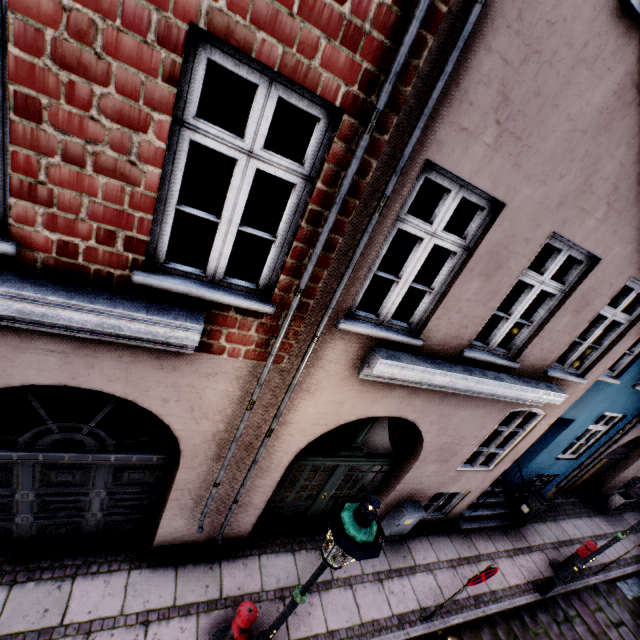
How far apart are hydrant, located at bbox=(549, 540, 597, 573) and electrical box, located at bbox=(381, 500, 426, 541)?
4.46m

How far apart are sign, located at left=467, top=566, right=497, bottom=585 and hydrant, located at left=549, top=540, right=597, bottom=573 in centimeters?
439cm

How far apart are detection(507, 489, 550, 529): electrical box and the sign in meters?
3.9 m

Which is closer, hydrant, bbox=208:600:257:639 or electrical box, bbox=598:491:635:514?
hydrant, bbox=208:600:257:639

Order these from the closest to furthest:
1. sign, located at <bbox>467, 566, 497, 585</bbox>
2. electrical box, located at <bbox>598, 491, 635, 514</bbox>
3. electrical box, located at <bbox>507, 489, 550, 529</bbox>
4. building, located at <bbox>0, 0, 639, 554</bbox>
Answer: building, located at <bbox>0, 0, 639, 554</bbox> < sign, located at <bbox>467, 566, 497, 585</bbox> < electrical box, located at <bbox>507, 489, 550, 529</bbox> < electrical box, located at <bbox>598, 491, 635, 514</bbox>

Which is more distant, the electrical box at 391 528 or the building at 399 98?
the electrical box at 391 528

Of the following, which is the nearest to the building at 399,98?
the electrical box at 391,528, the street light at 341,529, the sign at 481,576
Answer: the electrical box at 391,528

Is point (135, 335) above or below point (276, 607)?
above
